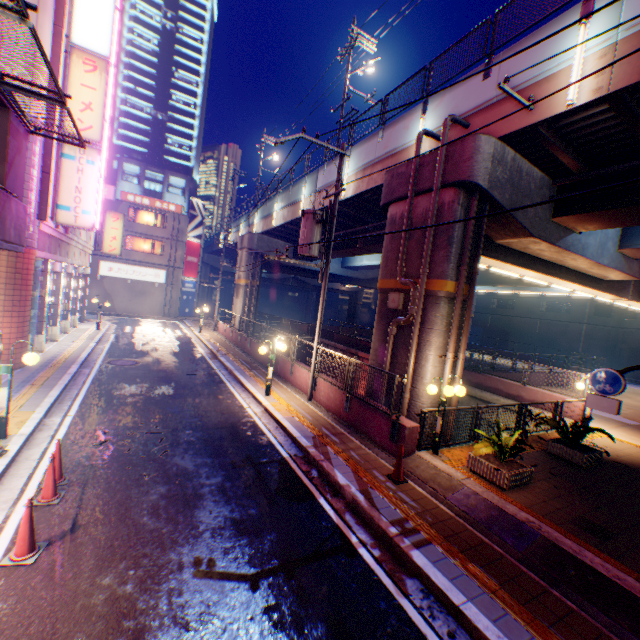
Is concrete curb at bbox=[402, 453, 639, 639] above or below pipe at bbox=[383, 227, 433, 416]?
below

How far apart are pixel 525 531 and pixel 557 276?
12.2m

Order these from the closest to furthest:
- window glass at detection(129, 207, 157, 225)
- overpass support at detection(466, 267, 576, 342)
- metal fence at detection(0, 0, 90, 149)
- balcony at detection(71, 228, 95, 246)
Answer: metal fence at detection(0, 0, 90, 149)
balcony at detection(71, 228, 95, 246)
overpass support at detection(466, 267, 576, 342)
window glass at detection(129, 207, 157, 225)

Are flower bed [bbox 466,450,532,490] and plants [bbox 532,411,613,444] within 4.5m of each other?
yes

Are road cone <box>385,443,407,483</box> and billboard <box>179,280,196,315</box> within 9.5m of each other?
no

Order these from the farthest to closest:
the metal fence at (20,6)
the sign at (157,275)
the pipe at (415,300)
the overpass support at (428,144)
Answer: the sign at (157,275) → the overpass support at (428,144) → the pipe at (415,300) → the metal fence at (20,6)

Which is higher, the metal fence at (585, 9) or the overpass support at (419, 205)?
the metal fence at (585, 9)

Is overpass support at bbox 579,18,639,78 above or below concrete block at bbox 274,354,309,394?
above
